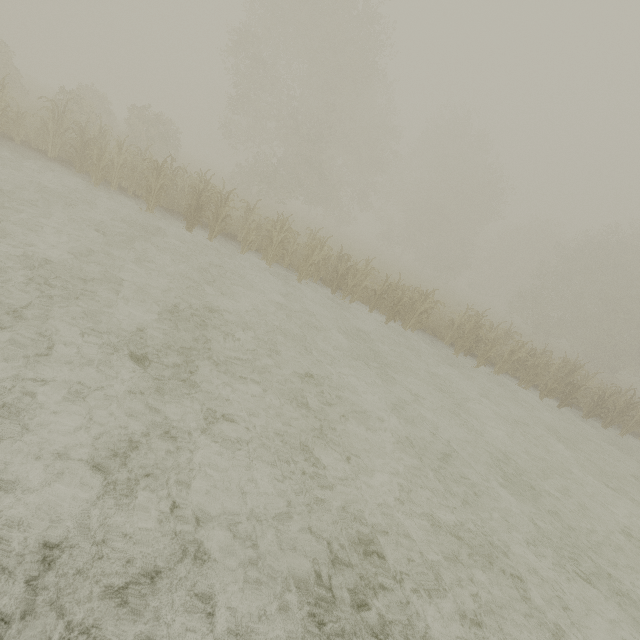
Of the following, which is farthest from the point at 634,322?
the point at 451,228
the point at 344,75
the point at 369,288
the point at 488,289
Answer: the point at 344,75
